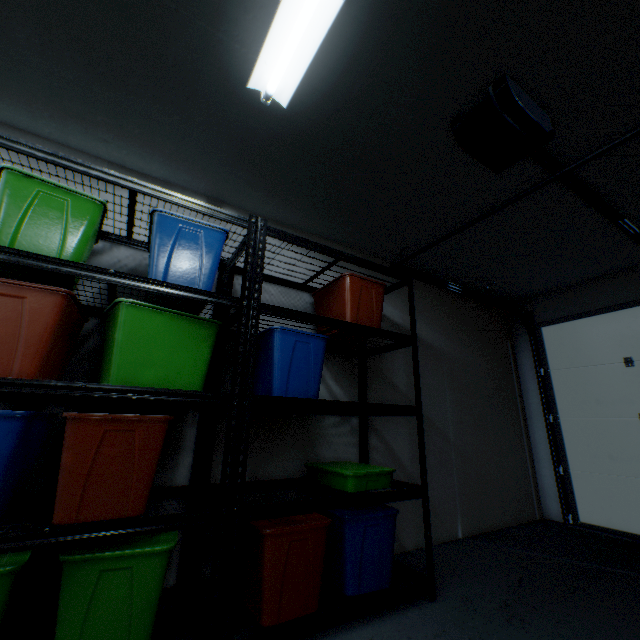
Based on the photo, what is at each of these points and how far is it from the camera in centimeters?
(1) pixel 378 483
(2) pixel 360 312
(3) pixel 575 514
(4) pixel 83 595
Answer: (1) storage tub, 183cm
(2) storage tub, 212cm
(3) garage door, 322cm
(4) storage tub, 110cm

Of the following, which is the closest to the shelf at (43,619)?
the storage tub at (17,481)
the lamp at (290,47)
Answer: the storage tub at (17,481)

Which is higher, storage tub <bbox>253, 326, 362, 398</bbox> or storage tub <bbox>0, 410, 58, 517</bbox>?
storage tub <bbox>253, 326, 362, 398</bbox>

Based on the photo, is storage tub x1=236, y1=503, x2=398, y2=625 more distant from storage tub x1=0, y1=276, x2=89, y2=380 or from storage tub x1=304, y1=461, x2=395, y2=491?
storage tub x1=0, y1=276, x2=89, y2=380

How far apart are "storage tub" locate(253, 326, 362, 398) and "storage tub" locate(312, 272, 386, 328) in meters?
0.2 m

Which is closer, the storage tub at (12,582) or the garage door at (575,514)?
the storage tub at (12,582)

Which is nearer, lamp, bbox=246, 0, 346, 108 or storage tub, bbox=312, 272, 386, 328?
lamp, bbox=246, 0, 346, 108

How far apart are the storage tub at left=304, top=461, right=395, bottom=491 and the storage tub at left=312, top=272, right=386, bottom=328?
0.8 meters
